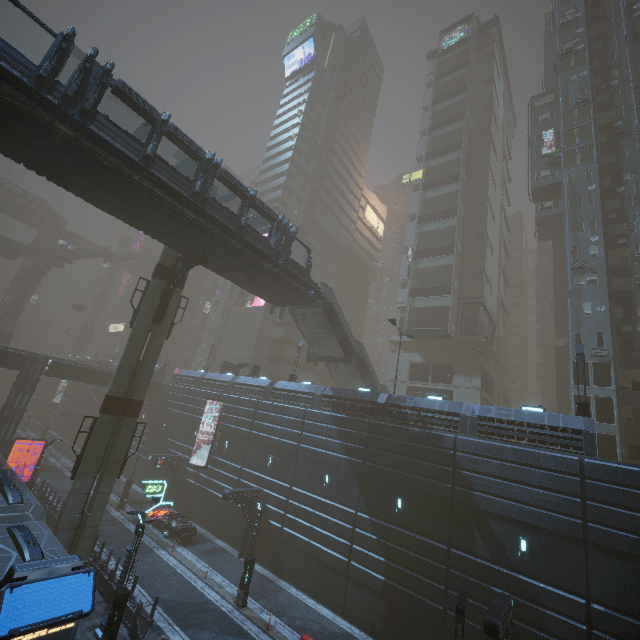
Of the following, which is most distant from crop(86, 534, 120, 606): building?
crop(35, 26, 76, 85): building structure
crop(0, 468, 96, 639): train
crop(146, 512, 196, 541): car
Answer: crop(35, 26, 76, 85): building structure

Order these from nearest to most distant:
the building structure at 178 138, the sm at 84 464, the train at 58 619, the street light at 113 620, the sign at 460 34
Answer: the train at 58 619, the street light at 113 620, the building structure at 178 138, the sm at 84 464, the sign at 460 34

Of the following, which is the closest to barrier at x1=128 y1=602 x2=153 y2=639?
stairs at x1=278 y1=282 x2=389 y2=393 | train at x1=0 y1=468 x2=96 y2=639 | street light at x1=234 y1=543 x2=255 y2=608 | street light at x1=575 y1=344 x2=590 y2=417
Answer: train at x1=0 y1=468 x2=96 y2=639

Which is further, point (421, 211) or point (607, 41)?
point (421, 211)

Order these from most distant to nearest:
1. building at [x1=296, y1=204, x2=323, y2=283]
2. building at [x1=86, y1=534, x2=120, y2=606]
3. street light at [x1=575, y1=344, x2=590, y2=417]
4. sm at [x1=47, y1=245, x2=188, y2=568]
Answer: building at [x1=296, y1=204, x2=323, y2=283]
street light at [x1=575, y1=344, x2=590, y2=417]
sm at [x1=47, y1=245, x2=188, y2=568]
building at [x1=86, y1=534, x2=120, y2=606]

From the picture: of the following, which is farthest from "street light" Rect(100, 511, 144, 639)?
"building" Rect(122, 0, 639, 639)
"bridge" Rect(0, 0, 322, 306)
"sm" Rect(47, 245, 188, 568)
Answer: "bridge" Rect(0, 0, 322, 306)

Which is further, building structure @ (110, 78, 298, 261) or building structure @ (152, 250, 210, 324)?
building structure @ (152, 250, 210, 324)

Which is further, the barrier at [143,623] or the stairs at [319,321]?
the stairs at [319,321]
